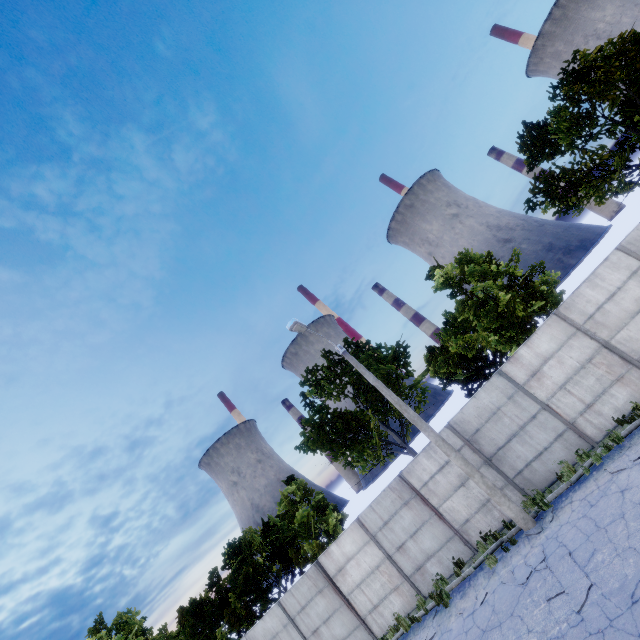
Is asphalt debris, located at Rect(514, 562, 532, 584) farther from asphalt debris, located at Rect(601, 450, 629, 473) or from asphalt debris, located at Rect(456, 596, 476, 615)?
asphalt debris, located at Rect(601, 450, 629, 473)

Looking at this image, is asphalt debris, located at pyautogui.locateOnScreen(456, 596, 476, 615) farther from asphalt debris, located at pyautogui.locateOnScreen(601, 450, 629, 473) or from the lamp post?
asphalt debris, located at pyautogui.locateOnScreen(601, 450, 629, 473)

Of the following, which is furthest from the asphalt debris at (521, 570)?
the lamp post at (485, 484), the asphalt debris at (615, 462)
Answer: the asphalt debris at (615, 462)

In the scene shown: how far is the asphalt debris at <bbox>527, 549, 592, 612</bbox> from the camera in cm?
693

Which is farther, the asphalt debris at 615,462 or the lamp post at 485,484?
the lamp post at 485,484

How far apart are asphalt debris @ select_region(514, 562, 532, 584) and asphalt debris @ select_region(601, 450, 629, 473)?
2.7m

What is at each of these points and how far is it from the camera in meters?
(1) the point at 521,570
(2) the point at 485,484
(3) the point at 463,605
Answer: (1) asphalt debris, 9.2
(2) lamp post, 10.8
(3) asphalt debris, 10.2

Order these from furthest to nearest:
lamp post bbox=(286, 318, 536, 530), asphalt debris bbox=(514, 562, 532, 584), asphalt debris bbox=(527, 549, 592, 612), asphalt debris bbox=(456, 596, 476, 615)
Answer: lamp post bbox=(286, 318, 536, 530), asphalt debris bbox=(456, 596, 476, 615), asphalt debris bbox=(514, 562, 532, 584), asphalt debris bbox=(527, 549, 592, 612)
